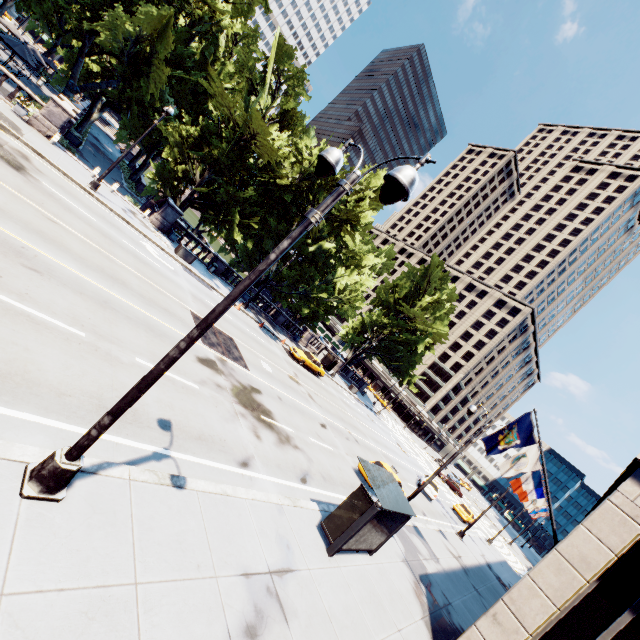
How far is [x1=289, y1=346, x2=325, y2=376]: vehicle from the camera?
31.5m

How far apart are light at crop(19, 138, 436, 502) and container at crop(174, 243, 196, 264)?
22.5 meters

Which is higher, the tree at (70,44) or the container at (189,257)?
the tree at (70,44)

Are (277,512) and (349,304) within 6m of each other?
no

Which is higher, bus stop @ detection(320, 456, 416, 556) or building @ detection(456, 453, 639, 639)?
building @ detection(456, 453, 639, 639)

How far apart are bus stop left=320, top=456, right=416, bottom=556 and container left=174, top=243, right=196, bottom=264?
21.55m

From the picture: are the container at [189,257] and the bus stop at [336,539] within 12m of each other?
no

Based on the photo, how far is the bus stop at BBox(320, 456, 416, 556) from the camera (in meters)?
9.85
